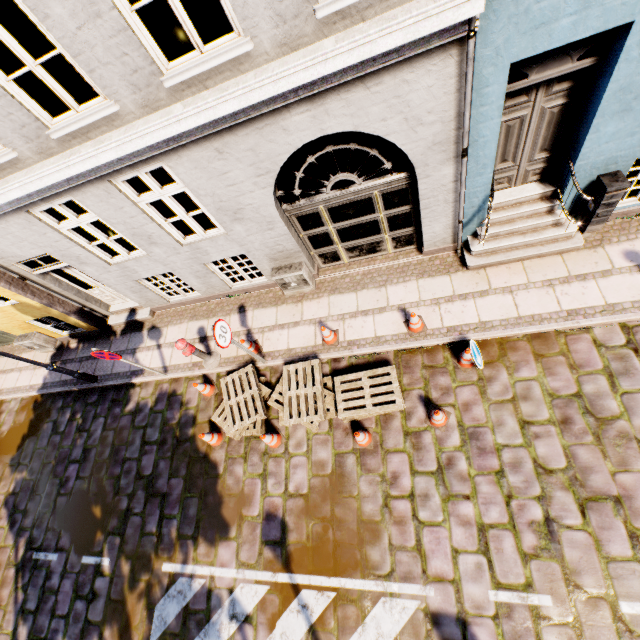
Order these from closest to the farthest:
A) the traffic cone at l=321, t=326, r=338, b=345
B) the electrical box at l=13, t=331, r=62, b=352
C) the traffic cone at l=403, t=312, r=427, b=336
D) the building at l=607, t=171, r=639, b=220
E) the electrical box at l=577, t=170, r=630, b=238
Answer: the electrical box at l=577, t=170, r=630, b=238 → the building at l=607, t=171, r=639, b=220 → the traffic cone at l=403, t=312, r=427, b=336 → the traffic cone at l=321, t=326, r=338, b=345 → the electrical box at l=13, t=331, r=62, b=352

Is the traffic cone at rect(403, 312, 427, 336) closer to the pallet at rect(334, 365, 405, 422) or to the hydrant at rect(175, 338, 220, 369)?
the pallet at rect(334, 365, 405, 422)

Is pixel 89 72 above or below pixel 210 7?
above

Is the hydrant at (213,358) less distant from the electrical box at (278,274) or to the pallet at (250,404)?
the pallet at (250,404)

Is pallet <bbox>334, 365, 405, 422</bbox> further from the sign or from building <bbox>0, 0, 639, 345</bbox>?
building <bbox>0, 0, 639, 345</bbox>

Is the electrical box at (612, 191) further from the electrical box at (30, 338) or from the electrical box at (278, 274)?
the electrical box at (30, 338)

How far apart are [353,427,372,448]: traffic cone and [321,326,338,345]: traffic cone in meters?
1.7

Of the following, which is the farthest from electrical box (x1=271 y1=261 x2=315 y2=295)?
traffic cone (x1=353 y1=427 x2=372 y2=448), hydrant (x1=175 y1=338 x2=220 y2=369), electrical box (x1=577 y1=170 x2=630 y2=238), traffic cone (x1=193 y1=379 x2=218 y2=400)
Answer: electrical box (x1=577 y1=170 x2=630 y2=238)
